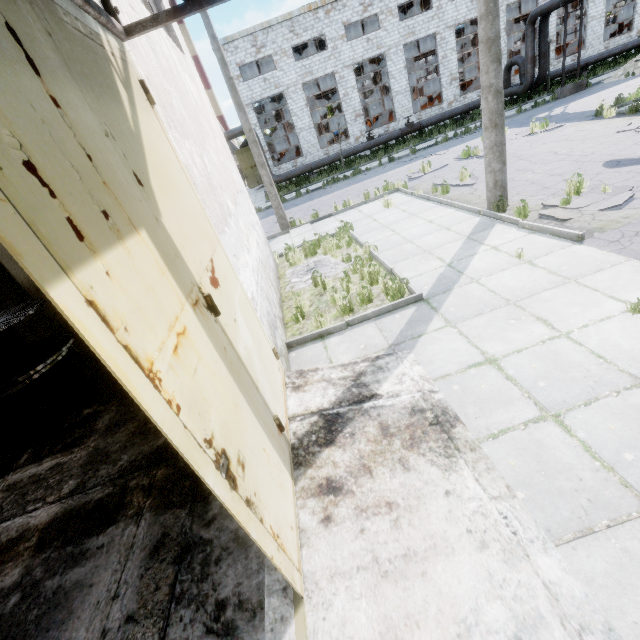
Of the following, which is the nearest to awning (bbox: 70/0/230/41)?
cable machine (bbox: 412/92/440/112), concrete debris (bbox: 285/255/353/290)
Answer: concrete debris (bbox: 285/255/353/290)

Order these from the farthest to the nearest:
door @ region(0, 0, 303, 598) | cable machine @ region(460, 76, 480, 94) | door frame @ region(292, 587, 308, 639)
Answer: cable machine @ region(460, 76, 480, 94) → door frame @ region(292, 587, 308, 639) → door @ region(0, 0, 303, 598)

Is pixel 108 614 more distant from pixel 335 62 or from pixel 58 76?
pixel 335 62

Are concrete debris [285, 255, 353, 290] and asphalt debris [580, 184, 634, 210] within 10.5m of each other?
yes

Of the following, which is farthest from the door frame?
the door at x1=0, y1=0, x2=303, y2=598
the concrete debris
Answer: the concrete debris

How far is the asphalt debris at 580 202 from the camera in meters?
7.0

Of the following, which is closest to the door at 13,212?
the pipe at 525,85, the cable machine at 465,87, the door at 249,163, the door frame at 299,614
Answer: the door frame at 299,614

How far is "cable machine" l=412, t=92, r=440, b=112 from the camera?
31.5 meters
